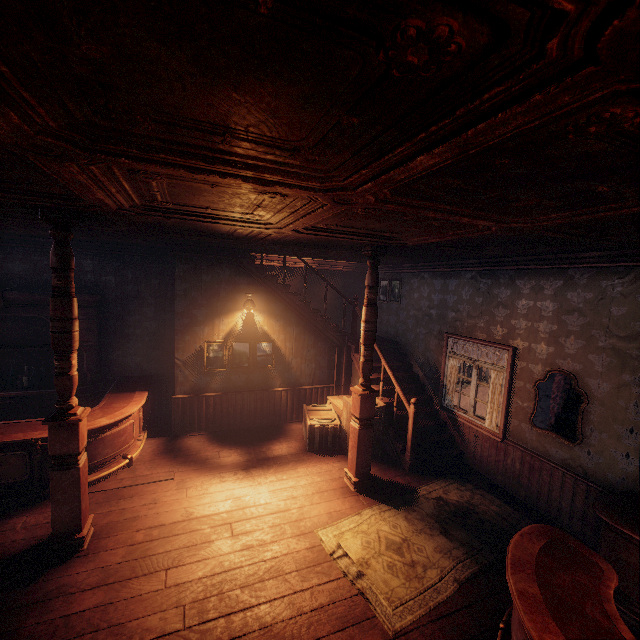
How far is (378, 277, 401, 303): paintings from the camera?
8.37m

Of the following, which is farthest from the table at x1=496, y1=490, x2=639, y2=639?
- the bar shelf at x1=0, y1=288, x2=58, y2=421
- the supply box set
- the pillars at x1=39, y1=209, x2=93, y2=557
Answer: the bar shelf at x1=0, y1=288, x2=58, y2=421

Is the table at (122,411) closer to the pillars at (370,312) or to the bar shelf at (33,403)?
the bar shelf at (33,403)

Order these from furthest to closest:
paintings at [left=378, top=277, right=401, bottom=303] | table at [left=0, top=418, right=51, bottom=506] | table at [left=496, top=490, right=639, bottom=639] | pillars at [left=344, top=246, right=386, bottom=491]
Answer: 1. paintings at [left=378, top=277, right=401, bottom=303]
2. pillars at [left=344, top=246, right=386, bottom=491]
3. table at [left=0, top=418, right=51, bottom=506]
4. table at [left=496, top=490, right=639, bottom=639]

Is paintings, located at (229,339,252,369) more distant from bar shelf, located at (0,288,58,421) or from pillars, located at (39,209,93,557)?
pillars, located at (39,209,93,557)

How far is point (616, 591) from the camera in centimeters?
345cm

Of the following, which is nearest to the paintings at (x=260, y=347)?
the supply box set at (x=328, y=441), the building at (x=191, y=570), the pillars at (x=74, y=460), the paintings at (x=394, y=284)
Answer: the building at (x=191, y=570)

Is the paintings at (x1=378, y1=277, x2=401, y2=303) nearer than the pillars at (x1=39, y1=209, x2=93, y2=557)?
No
